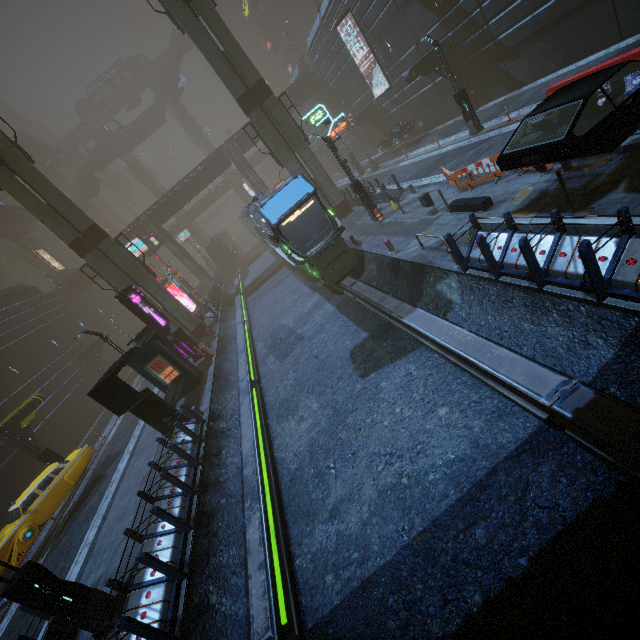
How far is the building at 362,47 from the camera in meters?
28.0

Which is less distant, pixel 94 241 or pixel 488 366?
pixel 488 366

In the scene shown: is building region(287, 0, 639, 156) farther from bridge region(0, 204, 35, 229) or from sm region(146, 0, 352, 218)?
bridge region(0, 204, 35, 229)

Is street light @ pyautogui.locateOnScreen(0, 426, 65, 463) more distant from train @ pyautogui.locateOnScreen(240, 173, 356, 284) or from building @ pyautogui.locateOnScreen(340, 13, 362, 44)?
train @ pyautogui.locateOnScreen(240, 173, 356, 284)

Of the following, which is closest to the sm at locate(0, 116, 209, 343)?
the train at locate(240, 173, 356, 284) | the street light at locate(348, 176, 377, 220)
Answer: the train at locate(240, 173, 356, 284)

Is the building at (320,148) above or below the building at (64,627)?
above

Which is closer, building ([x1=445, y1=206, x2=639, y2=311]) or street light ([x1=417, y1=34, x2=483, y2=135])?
building ([x1=445, y1=206, x2=639, y2=311])

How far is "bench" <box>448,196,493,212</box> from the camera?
10.8m
